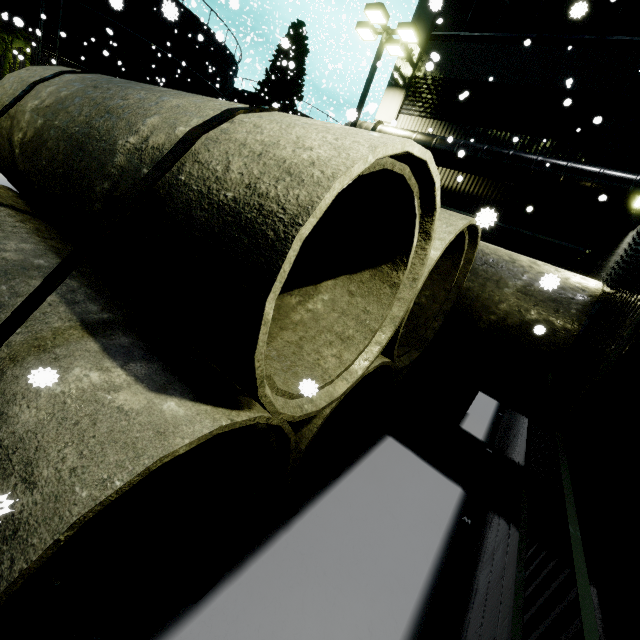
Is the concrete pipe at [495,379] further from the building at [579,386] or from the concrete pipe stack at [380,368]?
the concrete pipe stack at [380,368]

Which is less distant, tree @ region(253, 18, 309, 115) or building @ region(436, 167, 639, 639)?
building @ region(436, 167, 639, 639)

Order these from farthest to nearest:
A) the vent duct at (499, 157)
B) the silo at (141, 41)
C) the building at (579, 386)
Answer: the silo at (141, 41)
the vent duct at (499, 157)
the building at (579, 386)

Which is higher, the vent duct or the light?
the light

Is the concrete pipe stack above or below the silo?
below

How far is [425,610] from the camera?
3.16m

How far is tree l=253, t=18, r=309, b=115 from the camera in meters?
28.9 m

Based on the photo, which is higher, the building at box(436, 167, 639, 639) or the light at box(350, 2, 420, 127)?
the light at box(350, 2, 420, 127)
